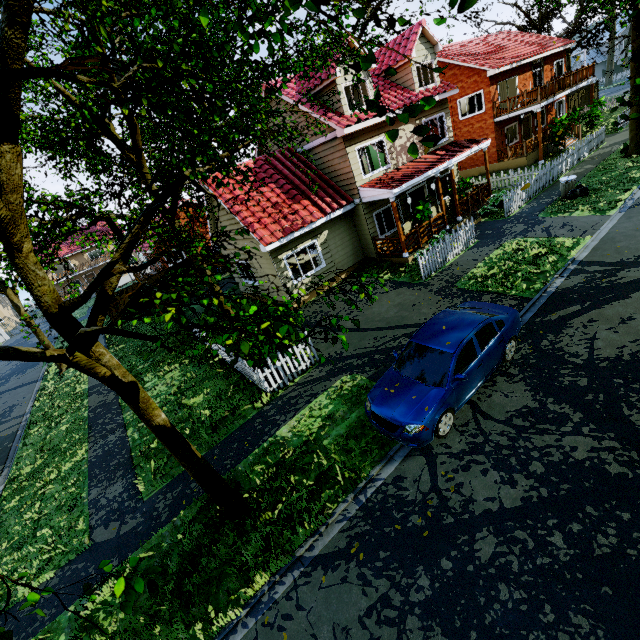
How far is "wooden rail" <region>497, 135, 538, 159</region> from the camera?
22.91m

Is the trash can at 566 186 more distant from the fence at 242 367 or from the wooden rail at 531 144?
the fence at 242 367

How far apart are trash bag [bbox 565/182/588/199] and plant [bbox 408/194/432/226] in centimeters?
601cm

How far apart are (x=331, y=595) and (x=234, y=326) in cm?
489

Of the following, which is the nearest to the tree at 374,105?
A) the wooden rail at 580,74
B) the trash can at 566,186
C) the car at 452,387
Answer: the trash can at 566,186

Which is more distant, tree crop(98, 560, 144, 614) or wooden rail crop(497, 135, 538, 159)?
wooden rail crop(497, 135, 538, 159)

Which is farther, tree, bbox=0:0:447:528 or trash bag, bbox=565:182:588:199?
trash bag, bbox=565:182:588:199

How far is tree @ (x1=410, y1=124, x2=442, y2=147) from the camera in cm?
158
